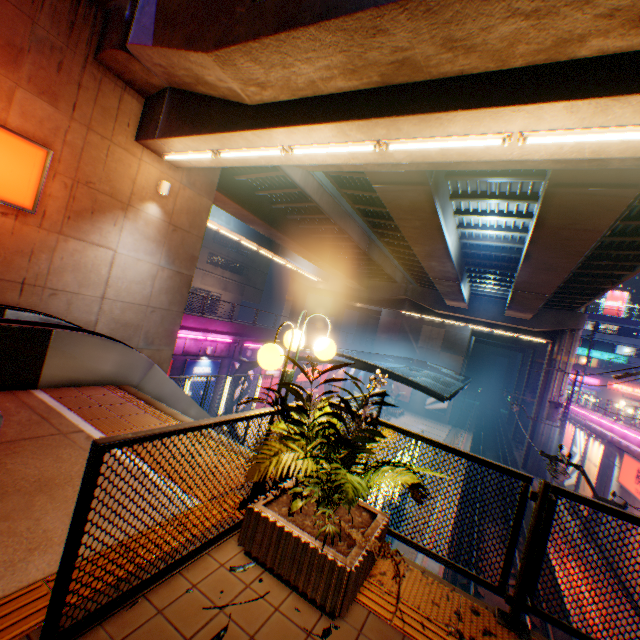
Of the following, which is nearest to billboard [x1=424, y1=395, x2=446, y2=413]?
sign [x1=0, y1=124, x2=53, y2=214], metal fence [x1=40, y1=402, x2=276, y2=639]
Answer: metal fence [x1=40, y1=402, x2=276, y2=639]

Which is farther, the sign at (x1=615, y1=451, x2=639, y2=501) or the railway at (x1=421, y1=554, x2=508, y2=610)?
the sign at (x1=615, y1=451, x2=639, y2=501)

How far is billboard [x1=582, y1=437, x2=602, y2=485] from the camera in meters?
18.9

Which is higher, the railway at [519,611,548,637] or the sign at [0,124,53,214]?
the sign at [0,124,53,214]

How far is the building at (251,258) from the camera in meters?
43.3 m

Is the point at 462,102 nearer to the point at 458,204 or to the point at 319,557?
the point at 319,557

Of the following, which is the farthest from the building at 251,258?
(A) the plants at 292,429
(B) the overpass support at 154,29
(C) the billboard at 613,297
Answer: (C) the billboard at 613,297

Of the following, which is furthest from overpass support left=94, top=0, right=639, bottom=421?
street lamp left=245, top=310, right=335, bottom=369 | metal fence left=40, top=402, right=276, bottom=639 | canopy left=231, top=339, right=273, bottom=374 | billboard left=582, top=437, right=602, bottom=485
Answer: billboard left=582, top=437, right=602, bottom=485
